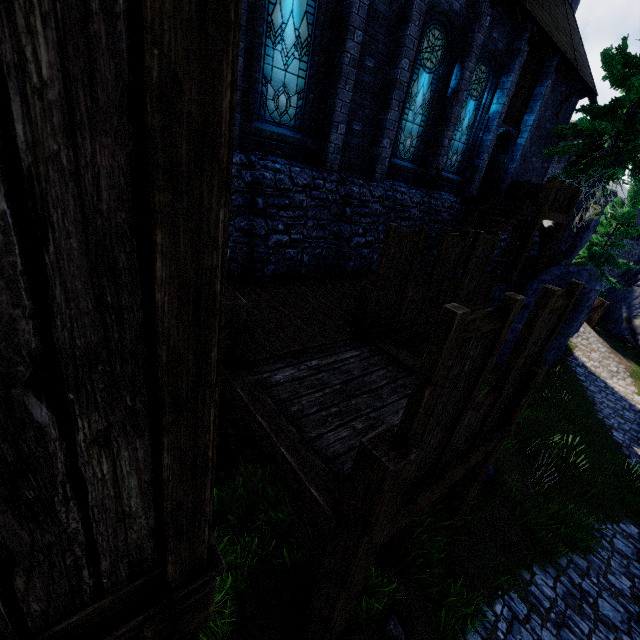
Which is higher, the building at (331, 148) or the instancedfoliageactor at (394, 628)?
the building at (331, 148)

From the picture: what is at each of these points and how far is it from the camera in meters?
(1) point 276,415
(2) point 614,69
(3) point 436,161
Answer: (1) walkway, 4.1 m
(2) tree, 13.4 m
(3) building, 11.5 m

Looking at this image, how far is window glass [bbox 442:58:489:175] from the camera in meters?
11.5 m

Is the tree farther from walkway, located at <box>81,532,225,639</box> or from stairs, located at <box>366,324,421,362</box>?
walkway, located at <box>81,532,225,639</box>

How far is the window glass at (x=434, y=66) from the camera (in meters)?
9.59

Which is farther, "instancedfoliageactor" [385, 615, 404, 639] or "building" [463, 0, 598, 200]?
"building" [463, 0, 598, 200]

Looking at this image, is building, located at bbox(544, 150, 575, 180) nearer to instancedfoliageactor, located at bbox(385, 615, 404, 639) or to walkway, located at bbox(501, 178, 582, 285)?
walkway, located at bbox(501, 178, 582, 285)

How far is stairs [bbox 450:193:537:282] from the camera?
11.59m
